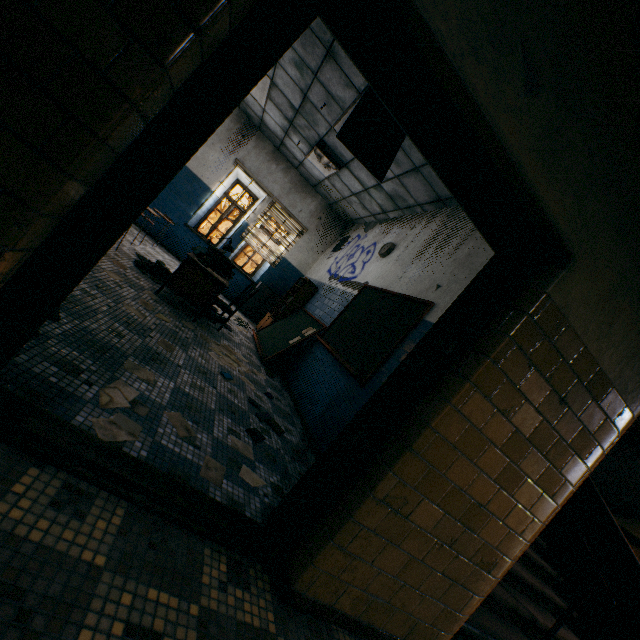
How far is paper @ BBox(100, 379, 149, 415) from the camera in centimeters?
184cm

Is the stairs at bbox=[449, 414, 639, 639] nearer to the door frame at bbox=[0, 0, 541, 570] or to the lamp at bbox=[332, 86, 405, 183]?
the door frame at bbox=[0, 0, 541, 570]

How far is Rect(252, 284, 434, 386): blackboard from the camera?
3.90m

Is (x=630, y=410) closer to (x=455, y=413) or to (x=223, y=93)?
(x=455, y=413)

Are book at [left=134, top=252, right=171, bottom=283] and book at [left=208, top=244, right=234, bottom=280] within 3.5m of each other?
yes

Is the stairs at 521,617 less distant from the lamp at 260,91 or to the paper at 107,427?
the paper at 107,427

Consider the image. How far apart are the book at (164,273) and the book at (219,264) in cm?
48

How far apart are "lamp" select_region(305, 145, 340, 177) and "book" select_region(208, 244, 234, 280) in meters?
3.0
